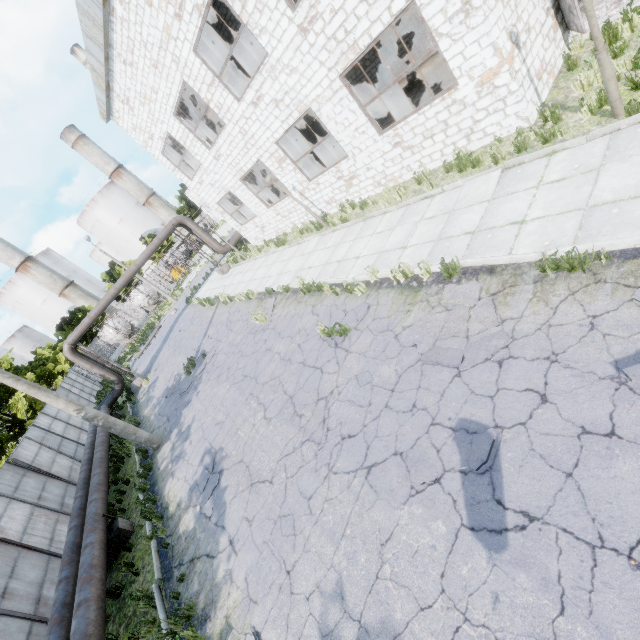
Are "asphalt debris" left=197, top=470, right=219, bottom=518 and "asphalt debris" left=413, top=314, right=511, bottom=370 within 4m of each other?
no

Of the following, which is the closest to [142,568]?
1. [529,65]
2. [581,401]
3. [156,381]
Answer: [581,401]

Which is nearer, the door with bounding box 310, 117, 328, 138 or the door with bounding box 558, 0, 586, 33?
the door with bounding box 558, 0, 586, 33

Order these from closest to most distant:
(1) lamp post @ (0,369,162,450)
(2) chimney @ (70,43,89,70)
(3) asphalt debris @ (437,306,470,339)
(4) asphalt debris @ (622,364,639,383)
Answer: (4) asphalt debris @ (622,364,639,383) → (3) asphalt debris @ (437,306,470,339) → (1) lamp post @ (0,369,162,450) → (2) chimney @ (70,43,89,70)

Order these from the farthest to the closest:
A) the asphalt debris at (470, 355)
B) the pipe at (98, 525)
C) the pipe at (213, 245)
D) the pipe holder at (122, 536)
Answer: the pipe at (213, 245), the pipe holder at (122, 536), the pipe at (98, 525), the asphalt debris at (470, 355)

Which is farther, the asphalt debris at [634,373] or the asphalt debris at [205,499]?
the asphalt debris at [205,499]

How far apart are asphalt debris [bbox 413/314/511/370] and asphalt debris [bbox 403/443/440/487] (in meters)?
1.32

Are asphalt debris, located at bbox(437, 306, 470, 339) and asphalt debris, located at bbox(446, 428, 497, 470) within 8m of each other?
yes
